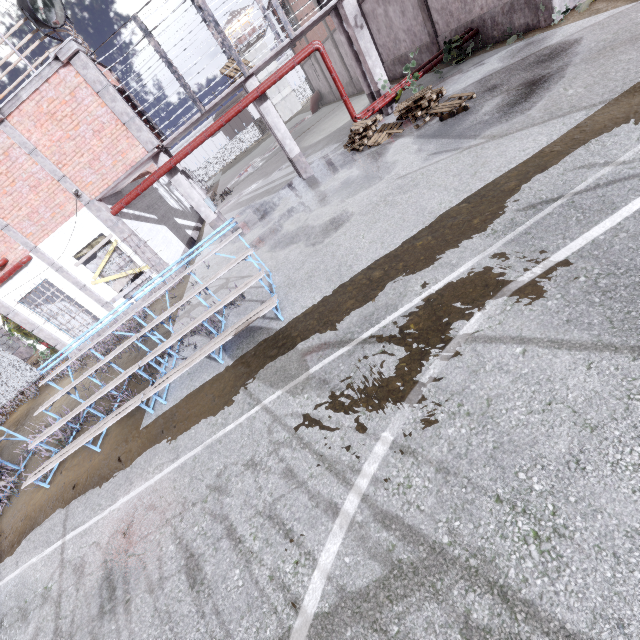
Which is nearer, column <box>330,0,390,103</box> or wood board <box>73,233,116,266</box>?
column <box>330,0,390,103</box>

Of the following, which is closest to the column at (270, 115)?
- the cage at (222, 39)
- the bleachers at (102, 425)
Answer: the cage at (222, 39)

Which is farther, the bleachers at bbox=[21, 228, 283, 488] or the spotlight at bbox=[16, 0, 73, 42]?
the spotlight at bbox=[16, 0, 73, 42]

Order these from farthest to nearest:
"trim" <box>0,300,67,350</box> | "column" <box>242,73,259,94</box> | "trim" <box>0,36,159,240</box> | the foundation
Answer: the foundation → "trim" <box>0,300,67,350</box> → "column" <box>242,73,259,94</box> → "trim" <box>0,36,159,240</box>

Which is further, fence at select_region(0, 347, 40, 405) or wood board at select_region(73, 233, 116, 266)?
fence at select_region(0, 347, 40, 405)

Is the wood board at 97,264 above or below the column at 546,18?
above

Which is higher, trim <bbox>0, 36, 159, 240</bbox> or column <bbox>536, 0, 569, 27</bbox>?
trim <bbox>0, 36, 159, 240</bbox>

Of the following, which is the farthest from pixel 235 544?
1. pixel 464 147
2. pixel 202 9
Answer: pixel 202 9
